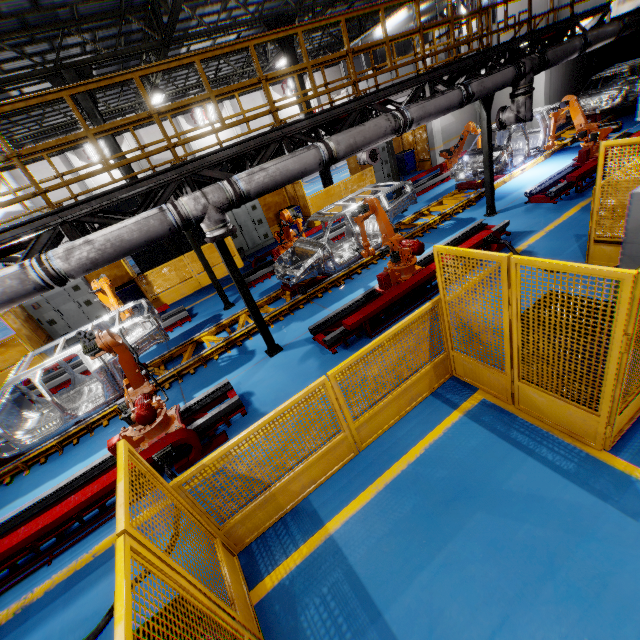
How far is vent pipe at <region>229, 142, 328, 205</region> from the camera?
5.6m

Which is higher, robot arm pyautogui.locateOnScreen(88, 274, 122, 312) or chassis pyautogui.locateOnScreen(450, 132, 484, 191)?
robot arm pyautogui.locateOnScreen(88, 274, 122, 312)

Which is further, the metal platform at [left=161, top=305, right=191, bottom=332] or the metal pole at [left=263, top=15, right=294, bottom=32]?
the metal pole at [left=263, top=15, right=294, bottom=32]

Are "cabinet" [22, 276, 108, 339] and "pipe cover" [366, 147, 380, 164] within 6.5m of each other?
no

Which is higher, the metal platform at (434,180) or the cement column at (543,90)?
the cement column at (543,90)

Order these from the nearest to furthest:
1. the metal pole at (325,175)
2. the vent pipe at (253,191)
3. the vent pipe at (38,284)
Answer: the vent pipe at (38,284)
the vent pipe at (253,191)
the metal pole at (325,175)

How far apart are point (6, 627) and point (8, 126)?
23.0m

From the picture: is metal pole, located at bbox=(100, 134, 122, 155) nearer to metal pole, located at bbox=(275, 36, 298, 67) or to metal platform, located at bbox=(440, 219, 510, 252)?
metal pole, located at bbox=(275, 36, 298, 67)
